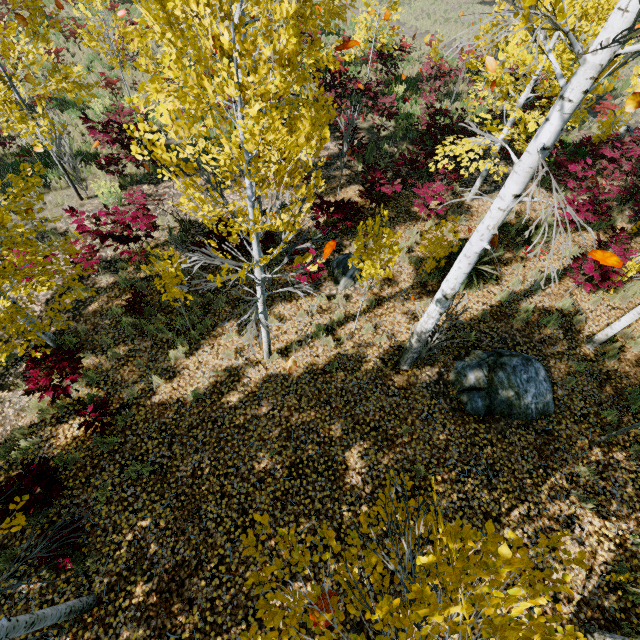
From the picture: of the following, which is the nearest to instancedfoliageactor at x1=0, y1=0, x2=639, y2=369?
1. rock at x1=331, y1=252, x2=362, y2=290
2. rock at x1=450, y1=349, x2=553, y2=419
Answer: rock at x1=450, y1=349, x2=553, y2=419

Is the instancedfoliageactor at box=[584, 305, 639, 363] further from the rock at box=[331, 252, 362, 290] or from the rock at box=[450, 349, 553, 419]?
the rock at box=[331, 252, 362, 290]

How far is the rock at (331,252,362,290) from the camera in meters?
8.1 m

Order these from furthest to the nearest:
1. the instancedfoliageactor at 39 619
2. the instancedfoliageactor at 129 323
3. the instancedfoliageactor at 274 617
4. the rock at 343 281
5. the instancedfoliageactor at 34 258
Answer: the rock at 343 281
the instancedfoliageactor at 129 323
the instancedfoliageactor at 34 258
the instancedfoliageactor at 39 619
the instancedfoliageactor at 274 617

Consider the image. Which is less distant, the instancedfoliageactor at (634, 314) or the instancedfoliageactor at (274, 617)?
the instancedfoliageactor at (274, 617)

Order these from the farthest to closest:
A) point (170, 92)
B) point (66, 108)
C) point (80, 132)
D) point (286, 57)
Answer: point (170, 92)
point (66, 108)
point (80, 132)
point (286, 57)

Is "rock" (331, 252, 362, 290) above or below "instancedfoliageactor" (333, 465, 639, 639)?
below
